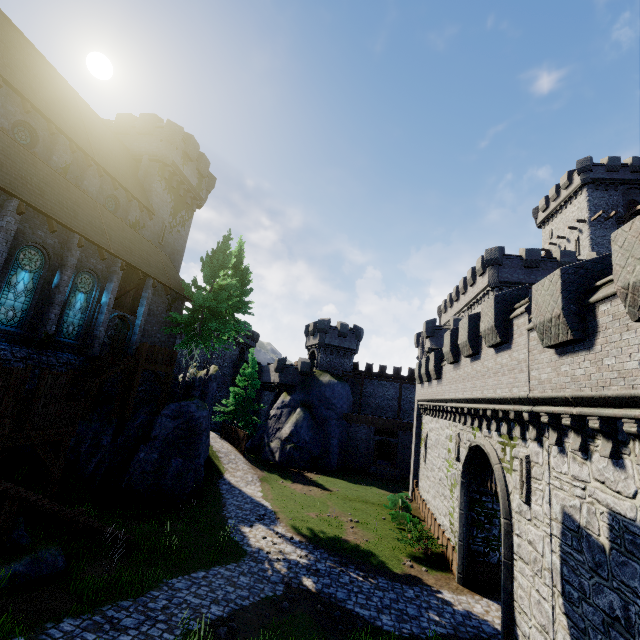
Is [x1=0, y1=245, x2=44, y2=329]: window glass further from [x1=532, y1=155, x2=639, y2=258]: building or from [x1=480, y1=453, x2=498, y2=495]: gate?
[x1=532, y1=155, x2=639, y2=258]: building

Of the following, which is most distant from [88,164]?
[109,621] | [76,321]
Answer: [109,621]

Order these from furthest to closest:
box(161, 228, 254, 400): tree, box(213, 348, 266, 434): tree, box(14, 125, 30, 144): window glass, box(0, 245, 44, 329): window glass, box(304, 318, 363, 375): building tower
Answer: box(304, 318, 363, 375): building tower, box(213, 348, 266, 434): tree, box(161, 228, 254, 400): tree, box(14, 125, 30, 144): window glass, box(0, 245, 44, 329): window glass

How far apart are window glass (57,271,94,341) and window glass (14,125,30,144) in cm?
690

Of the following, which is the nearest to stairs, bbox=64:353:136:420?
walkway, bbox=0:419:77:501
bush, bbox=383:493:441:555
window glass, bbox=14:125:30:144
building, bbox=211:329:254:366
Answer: walkway, bbox=0:419:77:501

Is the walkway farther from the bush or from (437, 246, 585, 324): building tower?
(437, 246, 585, 324): building tower

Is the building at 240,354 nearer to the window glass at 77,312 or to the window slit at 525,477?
the window glass at 77,312

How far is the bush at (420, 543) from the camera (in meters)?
16.95
